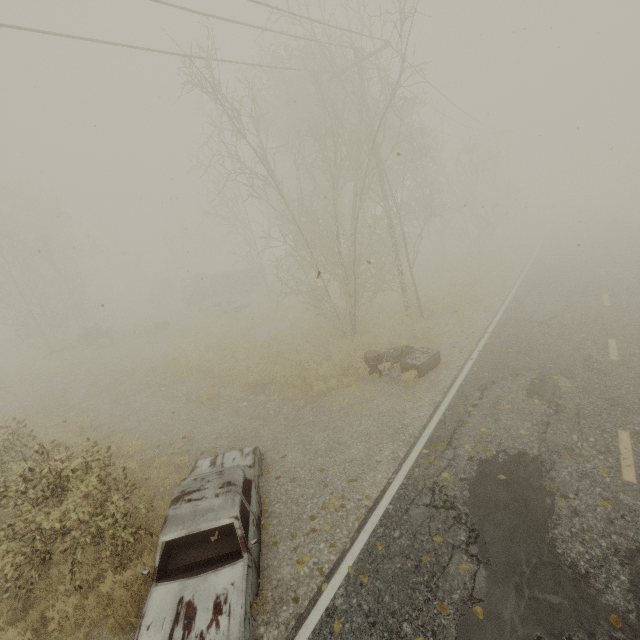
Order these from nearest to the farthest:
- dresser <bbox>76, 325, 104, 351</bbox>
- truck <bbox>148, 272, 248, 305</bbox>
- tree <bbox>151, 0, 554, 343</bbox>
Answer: tree <bbox>151, 0, 554, 343</bbox>, dresser <bbox>76, 325, 104, 351</bbox>, truck <bbox>148, 272, 248, 305</bbox>

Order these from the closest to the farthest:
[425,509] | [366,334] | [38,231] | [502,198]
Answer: [425,509] < [366,334] < [38,231] < [502,198]

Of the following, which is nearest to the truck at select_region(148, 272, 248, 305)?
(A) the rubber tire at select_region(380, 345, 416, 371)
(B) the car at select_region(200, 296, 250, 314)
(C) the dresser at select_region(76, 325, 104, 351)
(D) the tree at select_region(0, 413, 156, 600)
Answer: (B) the car at select_region(200, 296, 250, 314)

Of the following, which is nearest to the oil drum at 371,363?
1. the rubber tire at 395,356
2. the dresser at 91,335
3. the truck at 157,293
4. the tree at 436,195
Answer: the rubber tire at 395,356

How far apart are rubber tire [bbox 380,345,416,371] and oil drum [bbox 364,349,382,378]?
0.02m

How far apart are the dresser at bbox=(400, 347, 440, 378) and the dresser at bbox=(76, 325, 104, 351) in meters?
22.4 m

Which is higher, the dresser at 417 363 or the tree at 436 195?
the tree at 436 195

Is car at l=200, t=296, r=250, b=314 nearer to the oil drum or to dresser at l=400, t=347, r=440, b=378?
the oil drum
